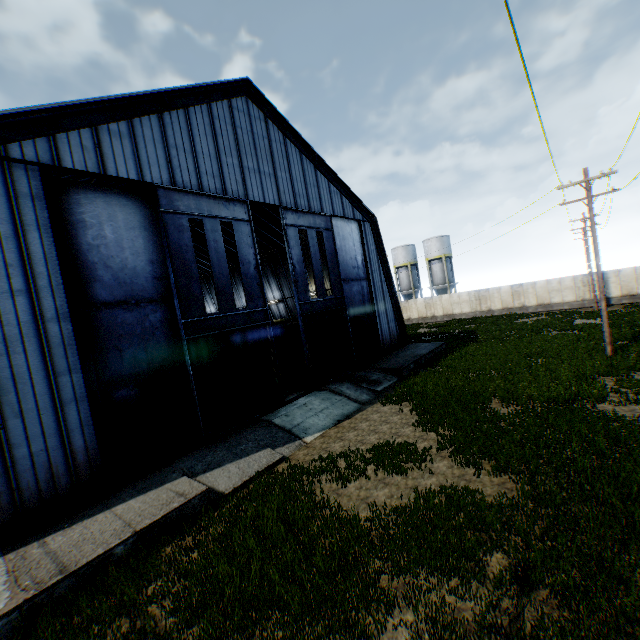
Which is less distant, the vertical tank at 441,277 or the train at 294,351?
the train at 294,351

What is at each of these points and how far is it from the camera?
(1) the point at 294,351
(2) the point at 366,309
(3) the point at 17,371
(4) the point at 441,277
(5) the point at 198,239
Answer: (1) train, 28.52m
(2) hanging door, 23.92m
(3) building, 9.15m
(4) vertical tank, 50.72m
(5) building, 32.22m

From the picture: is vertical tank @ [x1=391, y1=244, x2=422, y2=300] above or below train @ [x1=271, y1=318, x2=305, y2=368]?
above

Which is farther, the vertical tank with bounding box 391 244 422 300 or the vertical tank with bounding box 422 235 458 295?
the vertical tank with bounding box 391 244 422 300

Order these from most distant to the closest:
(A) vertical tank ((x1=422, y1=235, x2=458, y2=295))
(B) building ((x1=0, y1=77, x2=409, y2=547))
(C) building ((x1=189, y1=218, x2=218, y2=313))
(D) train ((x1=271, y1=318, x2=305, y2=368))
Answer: (A) vertical tank ((x1=422, y1=235, x2=458, y2=295)) → (C) building ((x1=189, y1=218, x2=218, y2=313)) → (D) train ((x1=271, y1=318, x2=305, y2=368)) → (B) building ((x1=0, y1=77, x2=409, y2=547))

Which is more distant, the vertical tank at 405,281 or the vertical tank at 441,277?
the vertical tank at 405,281

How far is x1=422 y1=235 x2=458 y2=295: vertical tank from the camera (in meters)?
49.94

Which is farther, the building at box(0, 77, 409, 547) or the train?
the train
